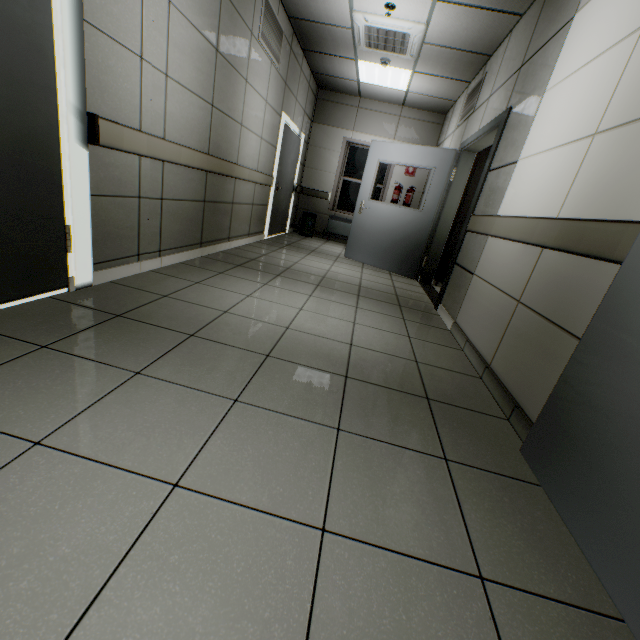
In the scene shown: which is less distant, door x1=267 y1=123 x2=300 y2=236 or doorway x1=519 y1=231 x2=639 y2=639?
doorway x1=519 y1=231 x2=639 y2=639

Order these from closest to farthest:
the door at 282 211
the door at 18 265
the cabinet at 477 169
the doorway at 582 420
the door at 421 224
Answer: the doorway at 582 420 < the door at 18 265 < the door at 421 224 < the cabinet at 477 169 < the door at 282 211

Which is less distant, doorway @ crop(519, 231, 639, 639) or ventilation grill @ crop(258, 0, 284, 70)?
doorway @ crop(519, 231, 639, 639)

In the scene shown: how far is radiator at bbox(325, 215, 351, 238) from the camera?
8.26m

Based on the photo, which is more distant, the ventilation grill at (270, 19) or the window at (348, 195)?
the window at (348, 195)

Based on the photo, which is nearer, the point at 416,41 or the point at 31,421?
the point at 31,421

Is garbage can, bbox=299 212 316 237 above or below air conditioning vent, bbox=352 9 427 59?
below

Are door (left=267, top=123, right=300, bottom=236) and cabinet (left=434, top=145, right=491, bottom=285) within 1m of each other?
no
